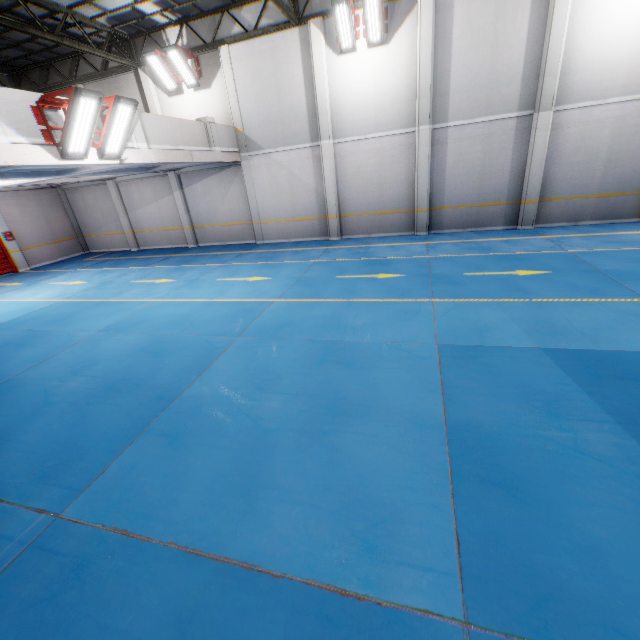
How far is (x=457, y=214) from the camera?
13.4m

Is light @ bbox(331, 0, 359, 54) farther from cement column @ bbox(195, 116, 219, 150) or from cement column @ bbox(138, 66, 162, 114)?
cement column @ bbox(195, 116, 219, 150)

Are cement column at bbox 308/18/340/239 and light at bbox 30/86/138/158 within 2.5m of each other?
no

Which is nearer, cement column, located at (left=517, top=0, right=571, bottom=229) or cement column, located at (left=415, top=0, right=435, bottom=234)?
cement column, located at (left=517, top=0, right=571, bottom=229)

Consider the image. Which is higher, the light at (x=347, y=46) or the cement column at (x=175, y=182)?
the light at (x=347, y=46)

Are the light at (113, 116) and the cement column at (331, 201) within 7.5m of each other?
no

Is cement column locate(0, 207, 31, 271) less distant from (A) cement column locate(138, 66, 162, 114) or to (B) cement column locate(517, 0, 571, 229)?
(A) cement column locate(138, 66, 162, 114)

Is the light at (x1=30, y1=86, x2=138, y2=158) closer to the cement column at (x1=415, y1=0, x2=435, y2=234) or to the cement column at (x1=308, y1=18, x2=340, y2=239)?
the cement column at (x1=308, y1=18, x2=340, y2=239)
